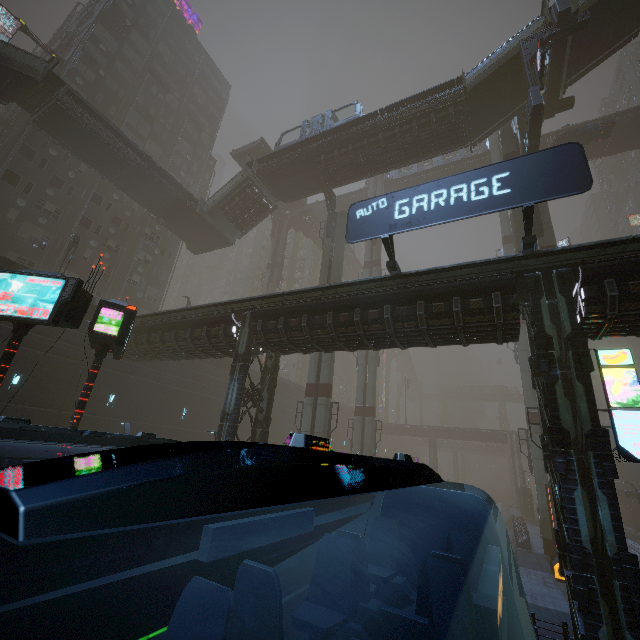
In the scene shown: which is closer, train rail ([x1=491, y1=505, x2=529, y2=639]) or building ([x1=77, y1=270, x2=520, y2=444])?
building ([x1=77, y1=270, x2=520, y2=444])

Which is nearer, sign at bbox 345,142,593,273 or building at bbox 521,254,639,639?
building at bbox 521,254,639,639

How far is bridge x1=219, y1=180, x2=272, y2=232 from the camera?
31.5m

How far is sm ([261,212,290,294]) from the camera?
47.2m

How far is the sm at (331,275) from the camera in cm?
2877

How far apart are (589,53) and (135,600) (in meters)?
38.13

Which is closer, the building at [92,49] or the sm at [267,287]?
the building at [92,49]

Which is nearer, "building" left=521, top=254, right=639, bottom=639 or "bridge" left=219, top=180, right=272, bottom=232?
"building" left=521, top=254, right=639, bottom=639
